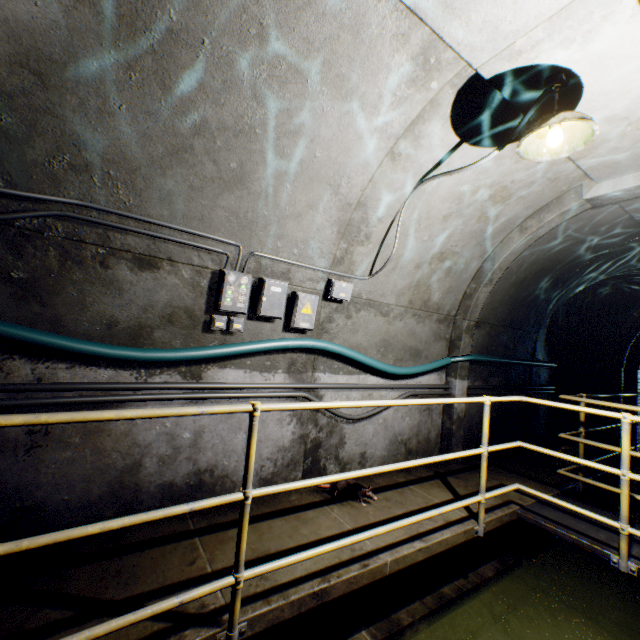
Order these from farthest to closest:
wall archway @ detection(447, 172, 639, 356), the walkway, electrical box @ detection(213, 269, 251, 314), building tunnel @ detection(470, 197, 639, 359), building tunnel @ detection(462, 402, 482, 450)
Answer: building tunnel @ detection(462, 402, 482, 450), building tunnel @ detection(470, 197, 639, 359), wall archway @ detection(447, 172, 639, 356), electrical box @ detection(213, 269, 251, 314), the walkway

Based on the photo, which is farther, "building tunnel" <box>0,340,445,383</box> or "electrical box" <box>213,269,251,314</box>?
"electrical box" <box>213,269,251,314</box>

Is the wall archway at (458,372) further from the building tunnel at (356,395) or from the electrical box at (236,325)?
the electrical box at (236,325)

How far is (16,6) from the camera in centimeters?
174cm

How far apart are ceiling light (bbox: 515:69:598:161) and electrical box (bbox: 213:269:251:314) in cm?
244

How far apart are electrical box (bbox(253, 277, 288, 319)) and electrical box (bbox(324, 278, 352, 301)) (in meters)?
0.52

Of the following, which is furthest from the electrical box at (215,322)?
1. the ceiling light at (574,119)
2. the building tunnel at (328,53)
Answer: the ceiling light at (574,119)

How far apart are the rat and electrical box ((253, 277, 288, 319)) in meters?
1.8
